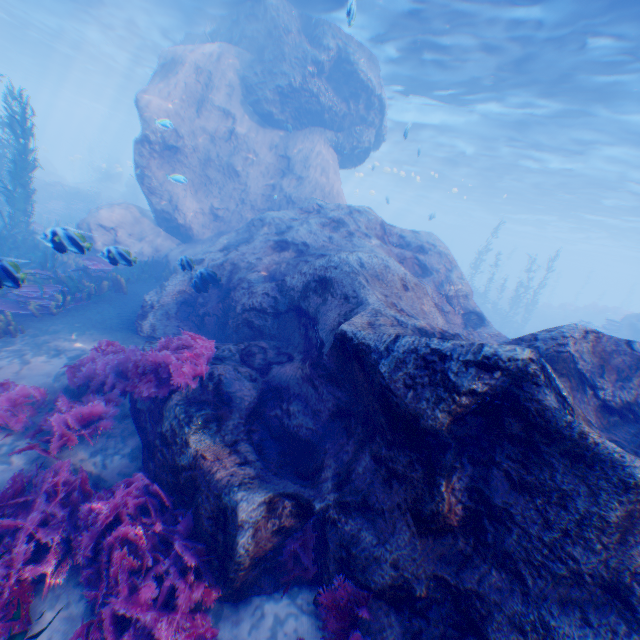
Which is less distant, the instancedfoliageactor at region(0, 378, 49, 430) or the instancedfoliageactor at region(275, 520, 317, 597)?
the instancedfoliageactor at region(275, 520, 317, 597)

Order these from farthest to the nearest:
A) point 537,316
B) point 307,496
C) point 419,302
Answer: point 537,316 → point 419,302 → point 307,496

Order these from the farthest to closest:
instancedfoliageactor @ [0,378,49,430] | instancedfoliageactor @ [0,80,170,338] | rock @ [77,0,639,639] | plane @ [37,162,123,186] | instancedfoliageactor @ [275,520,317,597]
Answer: plane @ [37,162,123,186]
instancedfoliageactor @ [0,80,170,338]
instancedfoliageactor @ [0,378,49,430]
instancedfoliageactor @ [275,520,317,597]
rock @ [77,0,639,639]

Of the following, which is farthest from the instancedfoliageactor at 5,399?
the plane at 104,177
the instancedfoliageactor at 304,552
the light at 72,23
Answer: the light at 72,23

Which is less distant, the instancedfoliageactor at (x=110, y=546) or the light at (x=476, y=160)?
the instancedfoliageactor at (x=110, y=546)

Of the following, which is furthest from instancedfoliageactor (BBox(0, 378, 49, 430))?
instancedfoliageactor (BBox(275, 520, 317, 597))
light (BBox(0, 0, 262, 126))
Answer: light (BBox(0, 0, 262, 126))

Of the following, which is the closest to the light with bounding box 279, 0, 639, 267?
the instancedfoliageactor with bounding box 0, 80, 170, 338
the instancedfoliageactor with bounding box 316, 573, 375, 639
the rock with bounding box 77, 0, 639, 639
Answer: the rock with bounding box 77, 0, 639, 639

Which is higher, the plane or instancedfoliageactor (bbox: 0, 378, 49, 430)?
the plane
